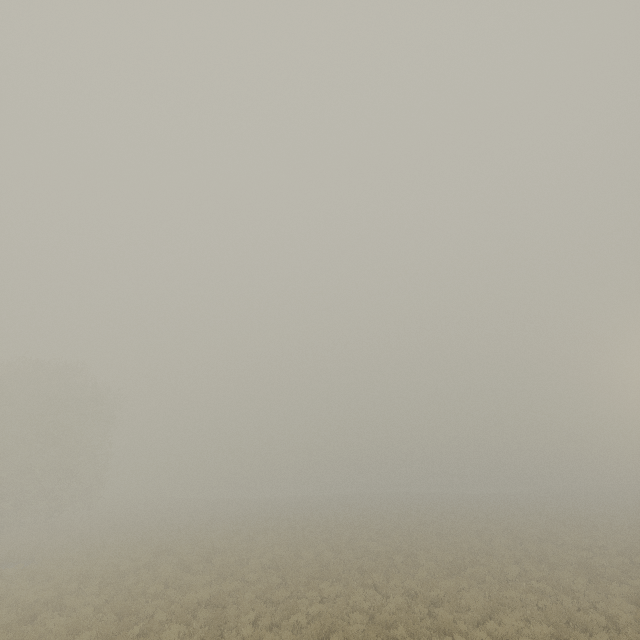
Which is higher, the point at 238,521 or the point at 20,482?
the point at 20,482
